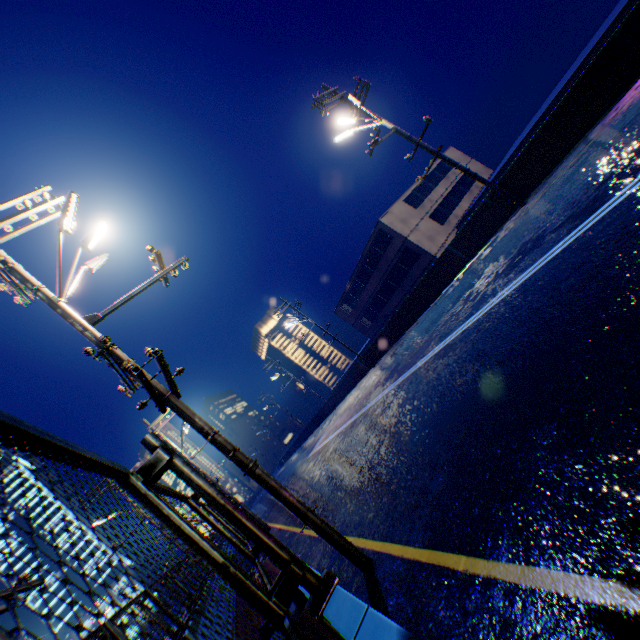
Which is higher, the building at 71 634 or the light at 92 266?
the building at 71 634

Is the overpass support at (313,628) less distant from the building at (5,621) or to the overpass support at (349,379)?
the overpass support at (349,379)

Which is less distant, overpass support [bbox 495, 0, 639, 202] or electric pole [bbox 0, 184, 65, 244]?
electric pole [bbox 0, 184, 65, 244]

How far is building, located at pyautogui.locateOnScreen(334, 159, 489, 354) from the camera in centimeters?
2941cm

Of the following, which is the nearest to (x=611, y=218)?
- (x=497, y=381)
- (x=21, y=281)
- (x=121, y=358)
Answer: (x=497, y=381)

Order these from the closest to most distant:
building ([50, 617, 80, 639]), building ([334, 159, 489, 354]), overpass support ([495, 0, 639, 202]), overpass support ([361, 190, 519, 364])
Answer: overpass support ([495, 0, 639, 202]) < overpass support ([361, 190, 519, 364]) < building ([334, 159, 489, 354]) < building ([50, 617, 80, 639])

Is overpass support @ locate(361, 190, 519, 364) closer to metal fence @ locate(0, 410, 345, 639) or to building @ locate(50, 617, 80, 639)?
metal fence @ locate(0, 410, 345, 639)
